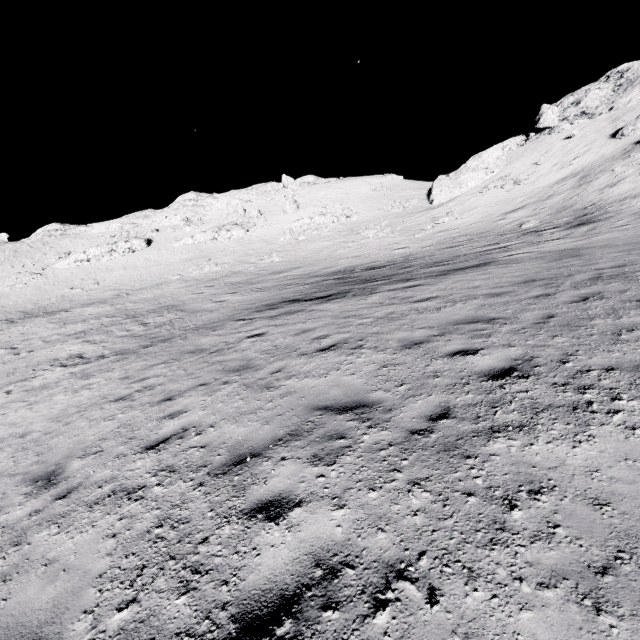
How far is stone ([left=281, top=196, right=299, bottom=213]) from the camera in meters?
53.4

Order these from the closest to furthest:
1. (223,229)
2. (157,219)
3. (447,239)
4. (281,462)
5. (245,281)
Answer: (281,462) → (447,239) → (245,281) → (223,229) → (157,219)

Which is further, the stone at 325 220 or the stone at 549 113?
the stone at 325 220

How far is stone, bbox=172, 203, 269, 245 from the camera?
49.6m

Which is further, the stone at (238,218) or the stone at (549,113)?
the stone at (238,218)

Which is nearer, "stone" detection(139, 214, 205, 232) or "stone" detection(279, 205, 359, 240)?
"stone" detection(279, 205, 359, 240)

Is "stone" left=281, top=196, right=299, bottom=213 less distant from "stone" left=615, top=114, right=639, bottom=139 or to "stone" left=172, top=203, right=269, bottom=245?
"stone" left=172, top=203, right=269, bottom=245

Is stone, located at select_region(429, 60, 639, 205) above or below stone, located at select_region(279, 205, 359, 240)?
above
